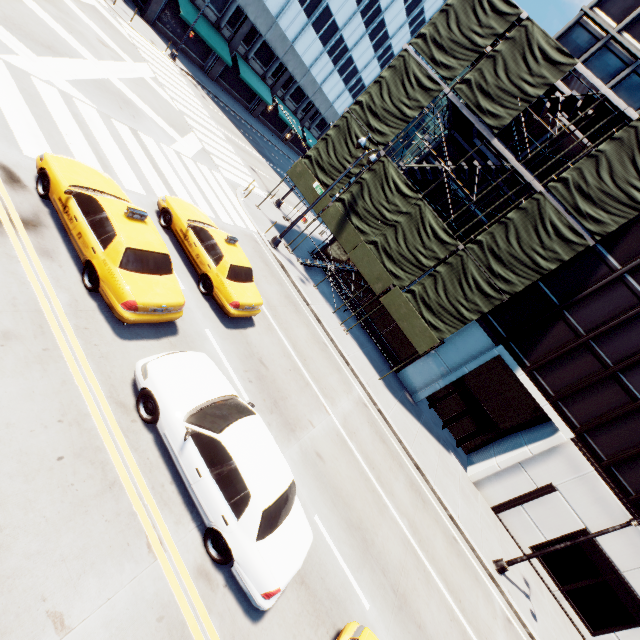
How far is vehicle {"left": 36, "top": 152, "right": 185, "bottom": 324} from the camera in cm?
714

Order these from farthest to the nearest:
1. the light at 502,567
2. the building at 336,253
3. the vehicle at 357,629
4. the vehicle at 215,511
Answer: the building at 336,253, the light at 502,567, the vehicle at 357,629, the vehicle at 215,511

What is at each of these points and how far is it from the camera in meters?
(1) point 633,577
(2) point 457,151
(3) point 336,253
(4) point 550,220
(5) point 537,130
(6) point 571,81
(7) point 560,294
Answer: (1) building, 16.7 m
(2) building, 19.3 m
(3) building, 22.8 m
(4) scaffolding, 14.4 m
(5) building, 17.6 m
(6) building, 16.9 m
(7) building, 17.5 m

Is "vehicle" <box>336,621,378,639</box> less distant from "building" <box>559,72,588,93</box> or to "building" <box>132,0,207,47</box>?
"building" <box>559,72,588,93</box>

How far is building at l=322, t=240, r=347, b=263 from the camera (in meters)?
22.59

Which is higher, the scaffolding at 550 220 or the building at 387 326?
the scaffolding at 550 220

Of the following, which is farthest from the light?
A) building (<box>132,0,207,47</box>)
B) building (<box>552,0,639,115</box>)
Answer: building (<box>132,0,207,47</box>)

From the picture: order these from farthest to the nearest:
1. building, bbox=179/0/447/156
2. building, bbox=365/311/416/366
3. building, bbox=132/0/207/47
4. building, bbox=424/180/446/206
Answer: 1. building, bbox=179/0/447/156
2. building, bbox=132/0/207/47
3. building, bbox=365/311/416/366
4. building, bbox=424/180/446/206
